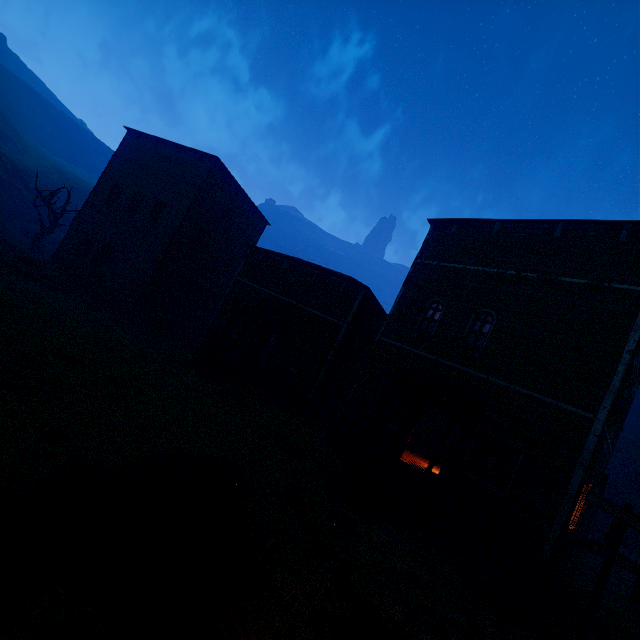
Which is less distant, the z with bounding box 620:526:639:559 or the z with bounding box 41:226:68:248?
the z with bounding box 620:526:639:559

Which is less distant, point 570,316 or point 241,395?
point 570,316

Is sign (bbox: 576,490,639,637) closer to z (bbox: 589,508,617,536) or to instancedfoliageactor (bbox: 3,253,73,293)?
z (bbox: 589,508,617,536)

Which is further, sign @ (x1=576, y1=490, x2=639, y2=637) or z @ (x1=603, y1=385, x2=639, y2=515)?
z @ (x1=603, y1=385, x2=639, y2=515)

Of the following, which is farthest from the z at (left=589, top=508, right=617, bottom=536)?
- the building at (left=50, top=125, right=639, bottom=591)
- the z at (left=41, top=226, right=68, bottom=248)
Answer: the z at (left=41, top=226, right=68, bottom=248)

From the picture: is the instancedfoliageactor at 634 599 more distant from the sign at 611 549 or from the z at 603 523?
the sign at 611 549

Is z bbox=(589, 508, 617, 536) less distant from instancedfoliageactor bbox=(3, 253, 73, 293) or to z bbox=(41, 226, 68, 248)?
instancedfoliageactor bbox=(3, 253, 73, 293)

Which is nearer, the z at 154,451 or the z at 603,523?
the z at 154,451
